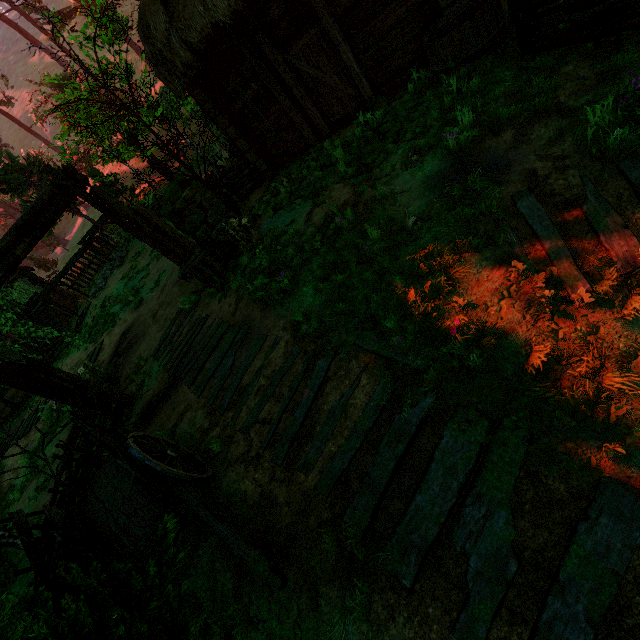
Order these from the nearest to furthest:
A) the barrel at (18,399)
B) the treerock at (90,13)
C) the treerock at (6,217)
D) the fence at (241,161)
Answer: the treerock at (90,13) < the fence at (241,161) < the barrel at (18,399) < the treerock at (6,217)

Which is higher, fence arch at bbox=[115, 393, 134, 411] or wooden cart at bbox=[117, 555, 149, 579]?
wooden cart at bbox=[117, 555, 149, 579]

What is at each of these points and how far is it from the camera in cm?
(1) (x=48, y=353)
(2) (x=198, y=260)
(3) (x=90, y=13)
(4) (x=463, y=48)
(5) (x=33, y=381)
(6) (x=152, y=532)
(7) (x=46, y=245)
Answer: (1) building, 1669
(2) fence arch, 739
(3) treerock, 778
(4) wooden basin, 541
(5) fence arch, 635
(6) wooden cart, 362
(7) treerock, 3650

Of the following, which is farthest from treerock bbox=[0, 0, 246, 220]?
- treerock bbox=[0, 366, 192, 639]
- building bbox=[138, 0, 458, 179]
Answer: treerock bbox=[0, 366, 192, 639]

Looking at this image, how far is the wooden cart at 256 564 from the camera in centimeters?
312cm

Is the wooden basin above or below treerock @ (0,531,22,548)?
below

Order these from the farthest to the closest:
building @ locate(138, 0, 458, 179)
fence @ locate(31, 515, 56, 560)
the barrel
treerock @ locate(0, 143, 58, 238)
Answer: treerock @ locate(0, 143, 58, 238), the barrel, building @ locate(138, 0, 458, 179), fence @ locate(31, 515, 56, 560)
